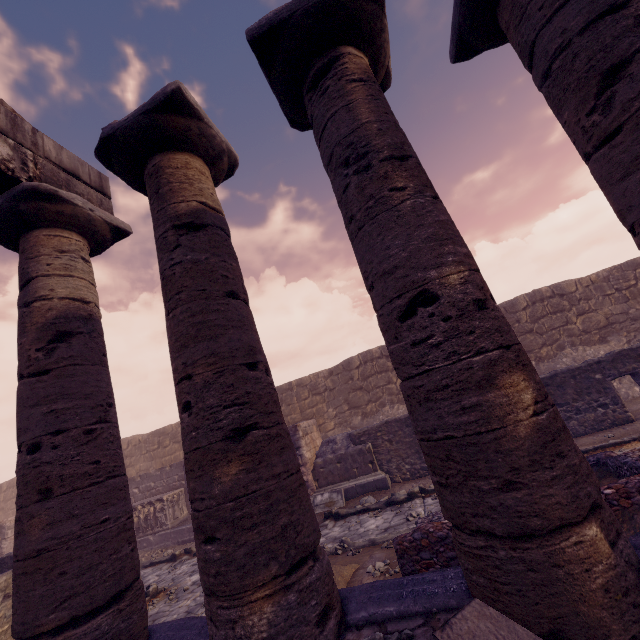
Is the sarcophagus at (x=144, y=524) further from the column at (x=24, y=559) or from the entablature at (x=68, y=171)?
the entablature at (x=68, y=171)

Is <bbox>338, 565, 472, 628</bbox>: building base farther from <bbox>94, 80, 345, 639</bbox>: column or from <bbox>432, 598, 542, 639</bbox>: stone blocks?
<bbox>432, 598, 542, 639</bbox>: stone blocks

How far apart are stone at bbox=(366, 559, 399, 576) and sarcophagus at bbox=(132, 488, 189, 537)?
10.3 meters

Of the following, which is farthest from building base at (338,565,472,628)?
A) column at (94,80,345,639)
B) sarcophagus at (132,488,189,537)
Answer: sarcophagus at (132,488,189,537)

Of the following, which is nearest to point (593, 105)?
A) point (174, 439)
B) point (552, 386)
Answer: point (552, 386)

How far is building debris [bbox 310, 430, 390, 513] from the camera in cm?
1030

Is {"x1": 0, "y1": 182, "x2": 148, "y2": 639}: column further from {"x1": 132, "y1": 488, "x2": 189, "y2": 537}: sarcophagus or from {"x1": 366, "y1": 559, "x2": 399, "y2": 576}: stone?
{"x1": 132, "y1": 488, "x2": 189, "y2": 537}: sarcophagus

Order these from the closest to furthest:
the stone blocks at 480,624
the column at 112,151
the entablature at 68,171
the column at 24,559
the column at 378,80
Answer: the stone blocks at 480,624
the column at 378,80
the column at 112,151
the column at 24,559
the entablature at 68,171
